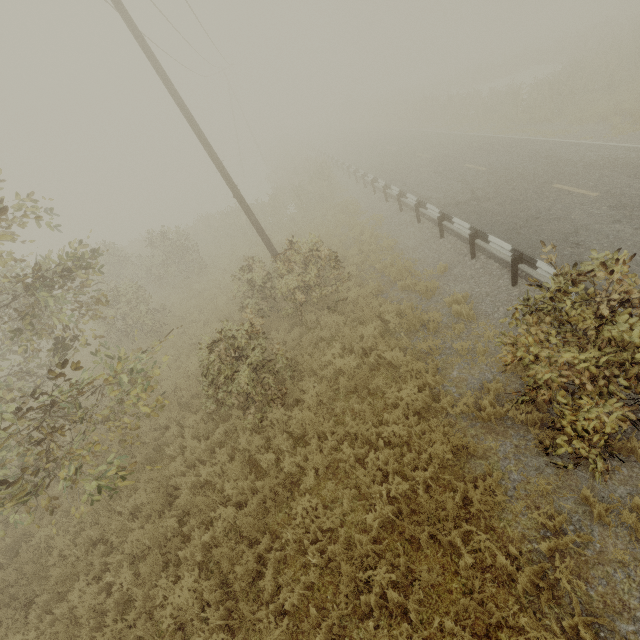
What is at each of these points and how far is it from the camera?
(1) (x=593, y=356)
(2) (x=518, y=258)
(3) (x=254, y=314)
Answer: (1) tree, 3.98m
(2) guardrail, 8.00m
(3) tree, 7.93m

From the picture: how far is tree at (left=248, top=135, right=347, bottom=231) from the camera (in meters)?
20.28

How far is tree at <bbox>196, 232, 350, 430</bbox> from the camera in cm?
739

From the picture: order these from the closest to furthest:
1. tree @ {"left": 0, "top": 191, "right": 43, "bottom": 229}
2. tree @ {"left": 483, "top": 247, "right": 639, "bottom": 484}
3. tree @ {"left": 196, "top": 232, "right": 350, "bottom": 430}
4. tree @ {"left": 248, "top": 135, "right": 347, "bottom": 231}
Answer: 1. tree @ {"left": 483, "top": 247, "right": 639, "bottom": 484}
2. tree @ {"left": 0, "top": 191, "right": 43, "bottom": 229}
3. tree @ {"left": 196, "top": 232, "right": 350, "bottom": 430}
4. tree @ {"left": 248, "top": 135, "right": 347, "bottom": 231}

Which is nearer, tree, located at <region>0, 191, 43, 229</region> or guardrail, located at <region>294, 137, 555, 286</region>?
tree, located at <region>0, 191, 43, 229</region>

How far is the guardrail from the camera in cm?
779

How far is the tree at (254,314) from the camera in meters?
7.4 m

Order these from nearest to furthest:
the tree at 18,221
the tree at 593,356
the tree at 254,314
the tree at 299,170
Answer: the tree at 593,356 → the tree at 18,221 → the tree at 254,314 → the tree at 299,170
